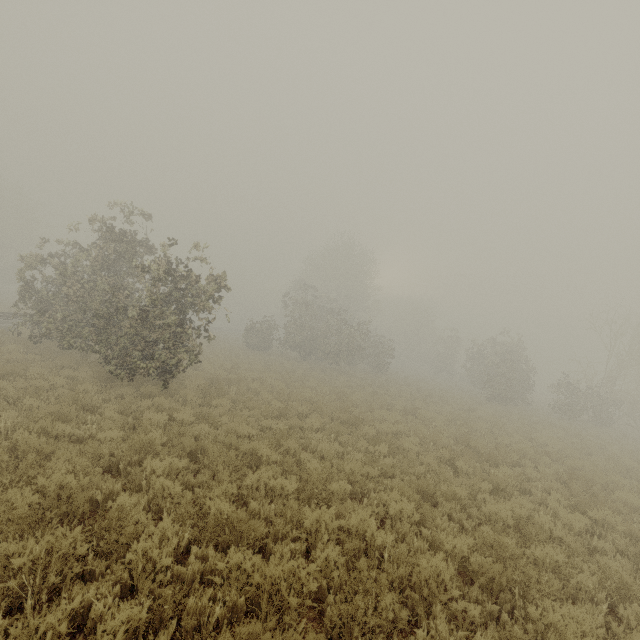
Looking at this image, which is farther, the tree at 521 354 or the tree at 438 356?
the tree at 438 356

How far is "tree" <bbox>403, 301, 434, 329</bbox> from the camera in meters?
57.7 m

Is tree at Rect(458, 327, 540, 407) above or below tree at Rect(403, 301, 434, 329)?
below

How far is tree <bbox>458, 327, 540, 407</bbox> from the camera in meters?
27.4

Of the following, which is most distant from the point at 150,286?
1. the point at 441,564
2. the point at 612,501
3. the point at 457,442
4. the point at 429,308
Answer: the point at 429,308

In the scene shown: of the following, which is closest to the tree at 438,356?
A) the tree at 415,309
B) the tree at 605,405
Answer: the tree at 605,405

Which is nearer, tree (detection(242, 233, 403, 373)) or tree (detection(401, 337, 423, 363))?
tree (detection(242, 233, 403, 373))
